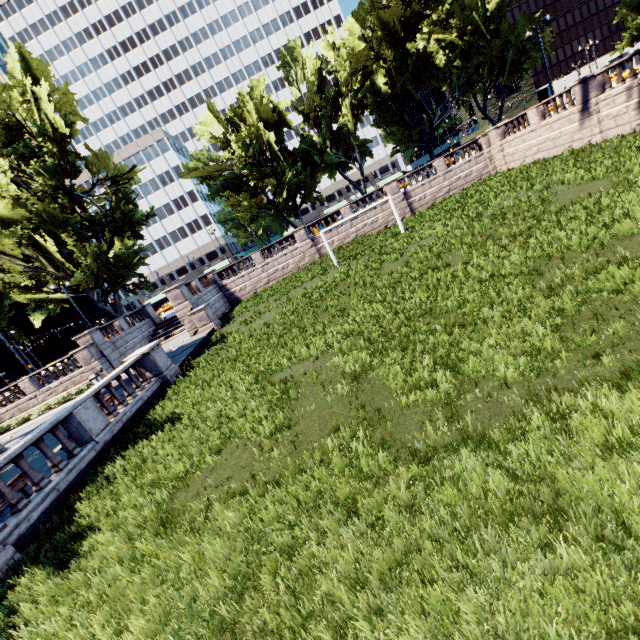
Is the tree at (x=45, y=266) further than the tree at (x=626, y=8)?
No

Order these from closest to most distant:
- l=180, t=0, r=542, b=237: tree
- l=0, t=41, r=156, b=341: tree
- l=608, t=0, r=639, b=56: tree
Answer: l=0, t=41, r=156, b=341: tree < l=180, t=0, r=542, b=237: tree < l=608, t=0, r=639, b=56: tree

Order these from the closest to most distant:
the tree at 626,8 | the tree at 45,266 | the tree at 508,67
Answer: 1. the tree at 45,266
2. the tree at 508,67
3. the tree at 626,8

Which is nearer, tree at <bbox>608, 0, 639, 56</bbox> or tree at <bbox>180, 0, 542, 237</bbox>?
tree at <bbox>180, 0, 542, 237</bbox>

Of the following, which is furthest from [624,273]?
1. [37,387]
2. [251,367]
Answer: [37,387]
